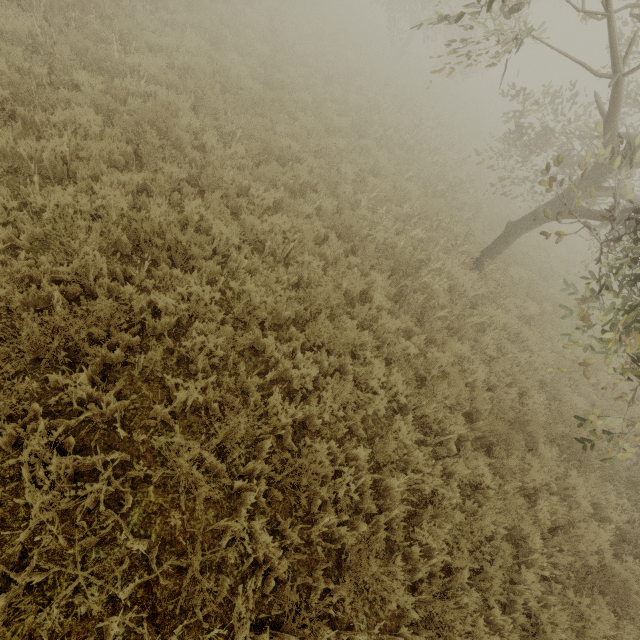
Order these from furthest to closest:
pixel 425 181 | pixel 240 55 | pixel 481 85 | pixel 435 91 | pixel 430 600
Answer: pixel 481 85 → pixel 435 91 → pixel 425 181 → pixel 240 55 → pixel 430 600
